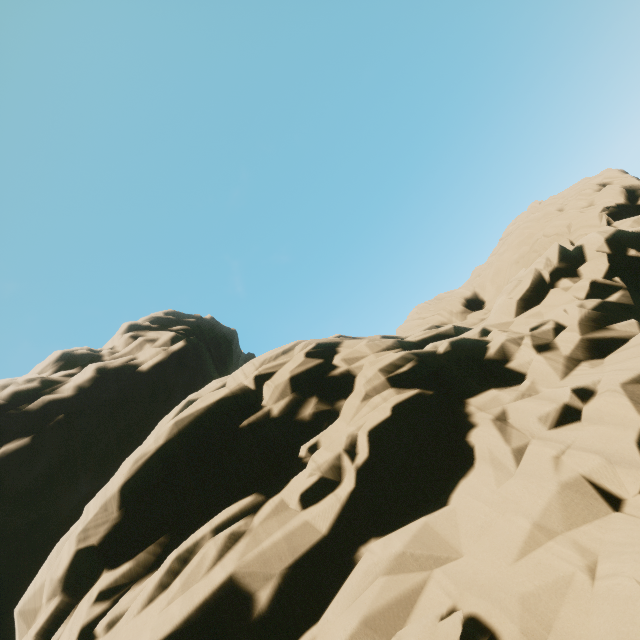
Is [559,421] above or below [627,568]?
above
